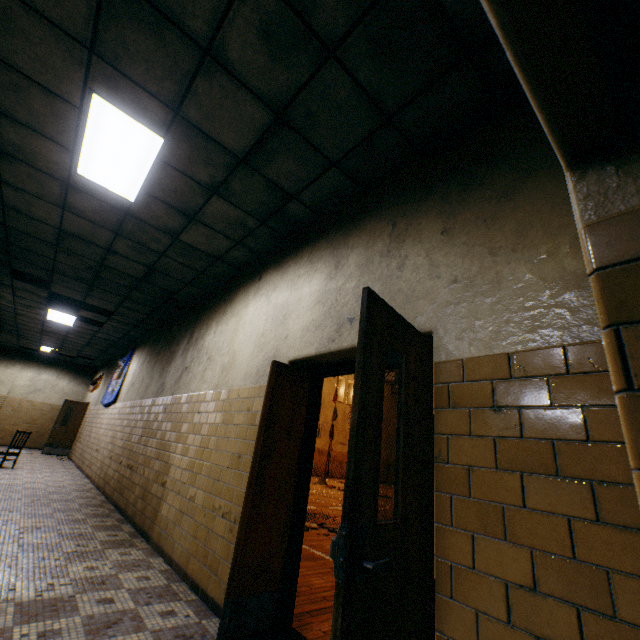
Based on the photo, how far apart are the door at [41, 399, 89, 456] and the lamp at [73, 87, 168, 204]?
13.1 meters

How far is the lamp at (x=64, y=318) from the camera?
8.7 meters

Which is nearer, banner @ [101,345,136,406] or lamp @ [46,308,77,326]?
lamp @ [46,308,77,326]

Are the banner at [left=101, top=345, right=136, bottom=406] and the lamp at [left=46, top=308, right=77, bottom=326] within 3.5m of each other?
yes

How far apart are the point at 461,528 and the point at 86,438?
13.3 meters

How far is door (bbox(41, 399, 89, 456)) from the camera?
12.6m

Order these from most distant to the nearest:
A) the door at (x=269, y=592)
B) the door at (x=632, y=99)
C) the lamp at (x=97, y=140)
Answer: the lamp at (x=97, y=140) → the door at (x=269, y=592) → the door at (x=632, y=99)

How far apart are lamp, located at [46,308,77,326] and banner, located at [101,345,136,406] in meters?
1.7 m
